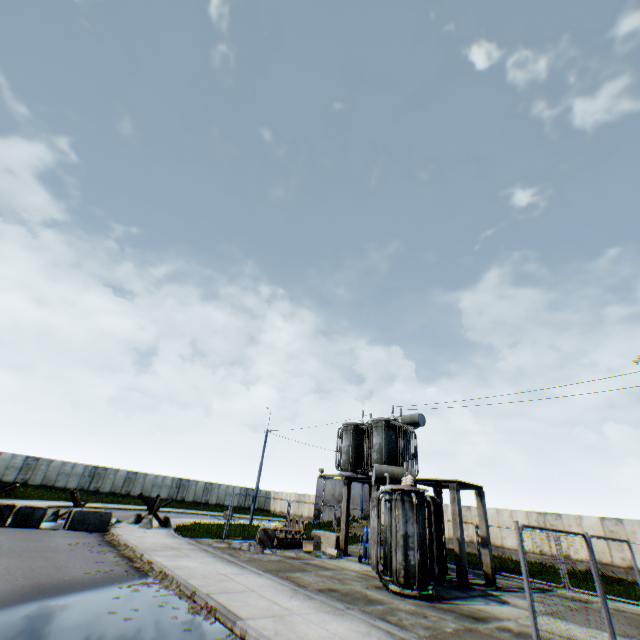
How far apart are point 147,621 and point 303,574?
6.13m

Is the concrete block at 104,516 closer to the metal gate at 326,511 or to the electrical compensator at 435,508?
the electrical compensator at 435,508

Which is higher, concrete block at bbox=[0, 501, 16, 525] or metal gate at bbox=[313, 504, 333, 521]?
metal gate at bbox=[313, 504, 333, 521]

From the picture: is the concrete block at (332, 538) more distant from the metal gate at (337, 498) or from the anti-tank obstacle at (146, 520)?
the metal gate at (337, 498)

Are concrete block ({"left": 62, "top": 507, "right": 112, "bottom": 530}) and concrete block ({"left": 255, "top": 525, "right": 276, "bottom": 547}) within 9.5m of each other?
yes

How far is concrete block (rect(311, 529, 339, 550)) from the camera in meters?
16.9

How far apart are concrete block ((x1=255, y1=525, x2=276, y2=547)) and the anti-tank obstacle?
5.9m

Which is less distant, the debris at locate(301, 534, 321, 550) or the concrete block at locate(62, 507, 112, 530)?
the concrete block at locate(62, 507, 112, 530)
